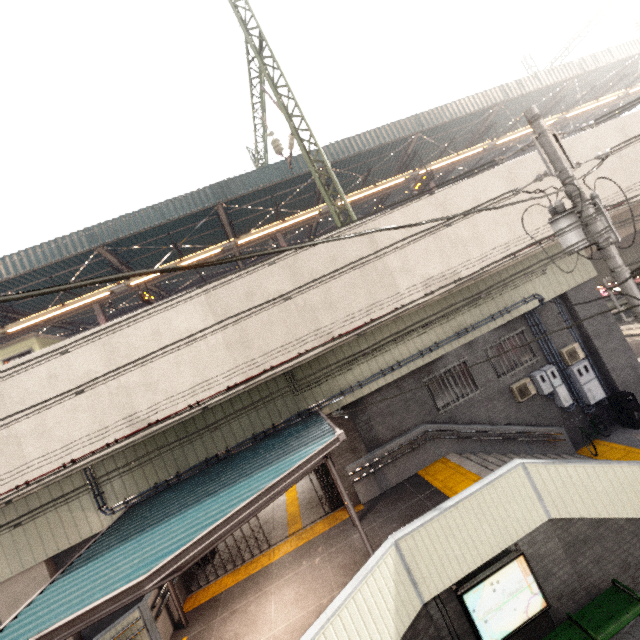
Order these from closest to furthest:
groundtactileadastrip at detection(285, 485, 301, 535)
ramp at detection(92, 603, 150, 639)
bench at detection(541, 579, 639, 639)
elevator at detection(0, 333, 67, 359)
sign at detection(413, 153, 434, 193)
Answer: bench at detection(541, 579, 639, 639)
ramp at detection(92, 603, 150, 639)
groundtactileadastrip at detection(285, 485, 301, 535)
elevator at detection(0, 333, 67, 359)
sign at detection(413, 153, 434, 193)

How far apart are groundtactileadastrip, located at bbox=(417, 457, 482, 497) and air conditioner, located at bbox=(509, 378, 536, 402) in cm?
343

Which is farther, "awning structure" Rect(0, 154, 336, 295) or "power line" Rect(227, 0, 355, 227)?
"awning structure" Rect(0, 154, 336, 295)

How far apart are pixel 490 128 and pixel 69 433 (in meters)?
22.09

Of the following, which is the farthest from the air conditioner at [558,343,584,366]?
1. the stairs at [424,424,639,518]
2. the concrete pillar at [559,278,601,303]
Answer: the stairs at [424,424,639,518]

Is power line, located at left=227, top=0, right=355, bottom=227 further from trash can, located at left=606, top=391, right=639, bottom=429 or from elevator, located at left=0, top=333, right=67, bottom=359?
elevator, located at left=0, top=333, right=67, bottom=359

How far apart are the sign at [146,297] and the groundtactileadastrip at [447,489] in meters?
12.8

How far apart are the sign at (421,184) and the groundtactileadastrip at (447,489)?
12.7 meters
